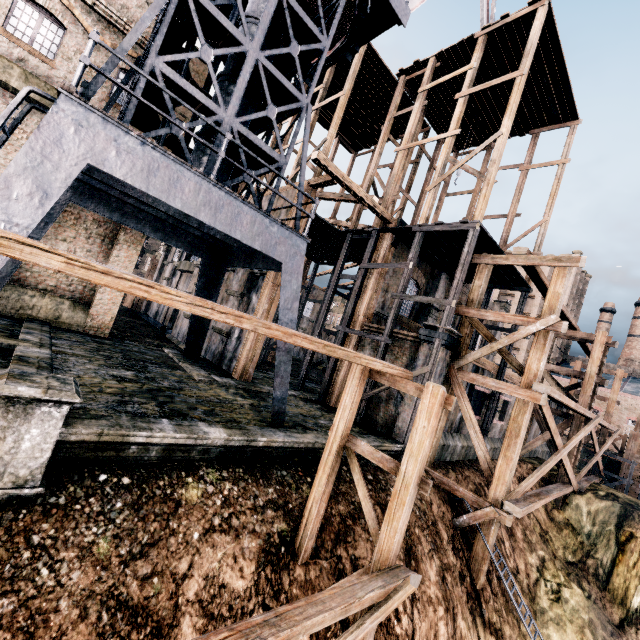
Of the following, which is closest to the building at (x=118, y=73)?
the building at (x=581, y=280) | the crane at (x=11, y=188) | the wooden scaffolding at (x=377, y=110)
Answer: the wooden scaffolding at (x=377, y=110)

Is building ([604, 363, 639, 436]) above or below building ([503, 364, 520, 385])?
above

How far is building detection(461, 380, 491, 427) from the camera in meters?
18.4

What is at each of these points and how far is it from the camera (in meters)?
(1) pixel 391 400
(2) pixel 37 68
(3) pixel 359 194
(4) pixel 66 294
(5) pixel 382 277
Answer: (1) building, 16.08
(2) building, 13.70
(3) building, 16.97
(4) building, 15.66
(5) building, 19.22

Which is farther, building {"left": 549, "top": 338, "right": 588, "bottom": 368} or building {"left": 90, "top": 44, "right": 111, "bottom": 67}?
building {"left": 549, "top": 338, "right": 588, "bottom": 368}

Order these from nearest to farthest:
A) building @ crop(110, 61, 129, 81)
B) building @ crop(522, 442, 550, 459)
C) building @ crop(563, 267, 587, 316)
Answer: building @ crop(110, 61, 129, 81), building @ crop(522, 442, 550, 459), building @ crop(563, 267, 587, 316)

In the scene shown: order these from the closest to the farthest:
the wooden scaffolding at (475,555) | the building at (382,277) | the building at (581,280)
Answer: the wooden scaffolding at (475,555)
the building at (382,277)
the building at (581,280)
